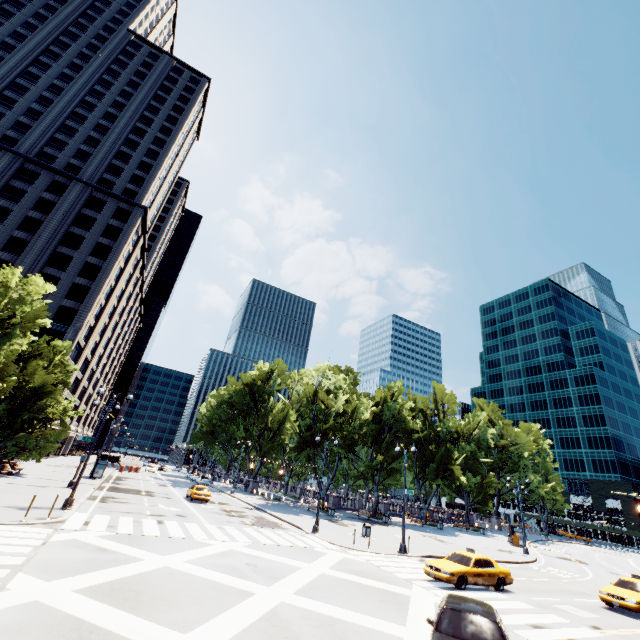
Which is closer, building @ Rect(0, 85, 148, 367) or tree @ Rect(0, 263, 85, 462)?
tree @ Rect(0, 263, 85, 462)

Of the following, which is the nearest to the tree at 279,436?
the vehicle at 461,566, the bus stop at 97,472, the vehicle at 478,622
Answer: the bus stop at 97,472

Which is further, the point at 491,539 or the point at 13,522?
the point at 491,539

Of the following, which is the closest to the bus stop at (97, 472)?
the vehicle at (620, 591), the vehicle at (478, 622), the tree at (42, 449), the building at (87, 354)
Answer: the tree at (42, 449)

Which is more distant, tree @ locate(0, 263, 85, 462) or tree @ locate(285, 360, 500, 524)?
tree @ locate(285, 360, 500, 524)

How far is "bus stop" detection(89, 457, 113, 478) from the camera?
36.8 meters

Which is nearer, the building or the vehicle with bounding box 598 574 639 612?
the vehicle with bounding box 598 574 639 612

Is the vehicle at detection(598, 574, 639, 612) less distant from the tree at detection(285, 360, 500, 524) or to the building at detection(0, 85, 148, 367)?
the tree at detection(285, 360, 500, 524)
